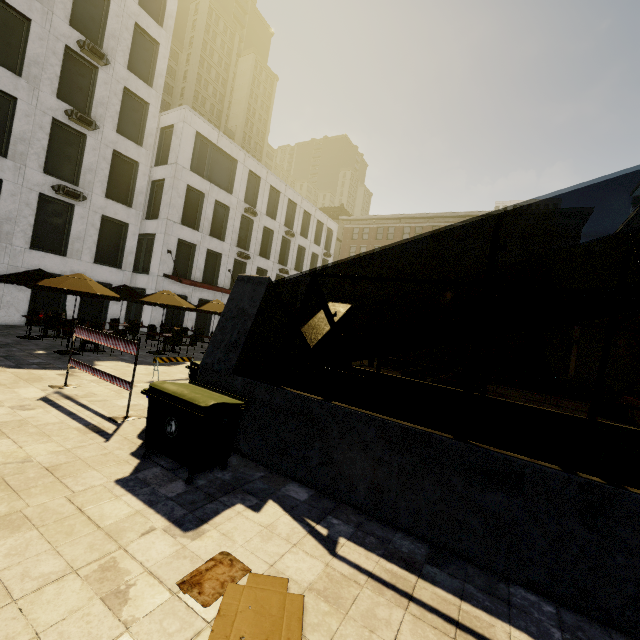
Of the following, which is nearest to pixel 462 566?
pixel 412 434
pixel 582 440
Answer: pixel 412 434

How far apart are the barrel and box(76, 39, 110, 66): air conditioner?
32.2 meters

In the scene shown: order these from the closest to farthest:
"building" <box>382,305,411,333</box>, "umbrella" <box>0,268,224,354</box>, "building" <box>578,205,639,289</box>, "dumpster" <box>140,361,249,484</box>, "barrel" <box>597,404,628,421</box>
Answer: "dumpster" <box>140,361,249,484</box> → "umbrella" <box>0,268,224,354</box> → "barrel" <box>597,404,628,421</box> → "building" <box>578,205,639,289</box> → "building" <box>382,305,411,333</box>

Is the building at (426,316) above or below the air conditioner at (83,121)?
below

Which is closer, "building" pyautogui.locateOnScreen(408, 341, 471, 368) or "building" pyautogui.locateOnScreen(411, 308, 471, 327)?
"building" pyautogui.locateOnScreen(408, 341, 471, 368)

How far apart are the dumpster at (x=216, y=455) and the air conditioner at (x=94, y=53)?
21.3 meters

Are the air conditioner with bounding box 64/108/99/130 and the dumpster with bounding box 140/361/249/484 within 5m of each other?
no

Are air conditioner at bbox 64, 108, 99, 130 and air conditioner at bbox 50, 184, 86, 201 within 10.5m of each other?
yes
